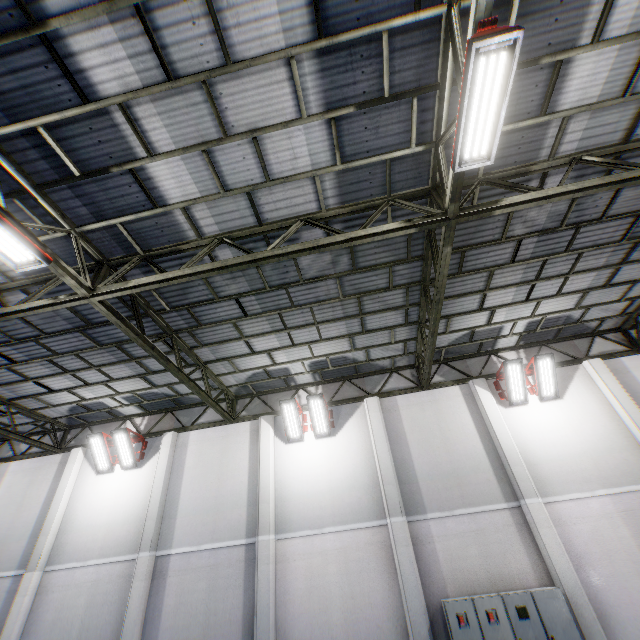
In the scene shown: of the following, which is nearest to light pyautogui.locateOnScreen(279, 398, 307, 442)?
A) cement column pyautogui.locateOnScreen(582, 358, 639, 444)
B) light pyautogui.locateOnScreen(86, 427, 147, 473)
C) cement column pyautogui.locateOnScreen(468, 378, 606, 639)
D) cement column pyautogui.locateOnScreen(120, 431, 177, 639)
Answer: cement column pyautogui.locateOnScreen(120, 431, 177, 639)

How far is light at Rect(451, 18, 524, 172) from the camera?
3.83m

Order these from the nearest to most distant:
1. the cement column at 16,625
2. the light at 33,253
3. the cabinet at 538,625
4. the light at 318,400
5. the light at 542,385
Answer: the light at 33,253
the cabinet at 538,625
the cement column at 16,625
the light at 542,385
the light at 318,400

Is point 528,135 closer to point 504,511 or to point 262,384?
point 504,511

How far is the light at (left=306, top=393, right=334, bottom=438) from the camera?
11.4 meters

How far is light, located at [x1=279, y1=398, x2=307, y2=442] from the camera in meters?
11.5

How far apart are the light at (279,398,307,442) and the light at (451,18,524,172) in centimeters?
873cm

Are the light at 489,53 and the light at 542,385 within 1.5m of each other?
no
